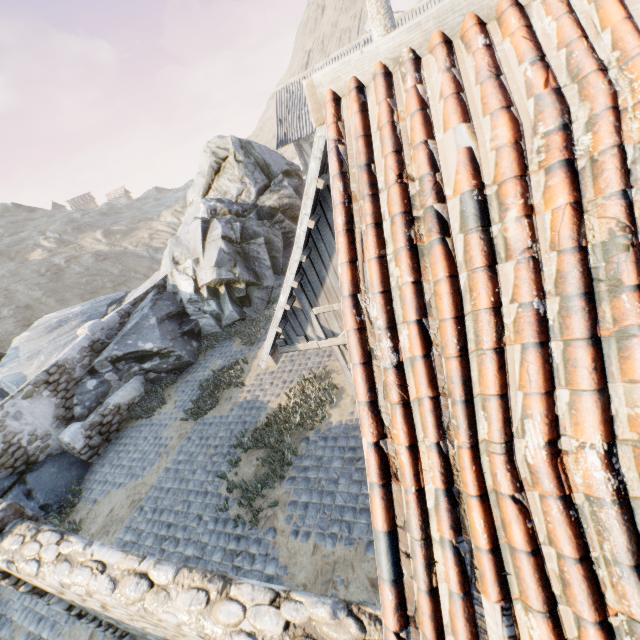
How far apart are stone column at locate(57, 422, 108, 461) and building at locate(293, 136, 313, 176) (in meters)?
16.94

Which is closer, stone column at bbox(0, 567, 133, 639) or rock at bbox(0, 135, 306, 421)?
stone column at bbox(0, 567, 133, 639)

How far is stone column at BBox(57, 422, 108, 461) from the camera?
9.98m

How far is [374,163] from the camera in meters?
2.1

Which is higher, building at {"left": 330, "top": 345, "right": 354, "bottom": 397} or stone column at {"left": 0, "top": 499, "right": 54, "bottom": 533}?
stone column at {"left": 0, "top": 499, "right": 54, "bottom": 533}

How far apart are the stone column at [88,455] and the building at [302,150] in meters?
16.9 m

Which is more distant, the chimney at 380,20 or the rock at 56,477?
the chimney at 380,20

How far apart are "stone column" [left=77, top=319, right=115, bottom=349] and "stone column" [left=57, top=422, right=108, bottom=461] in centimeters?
275cm
